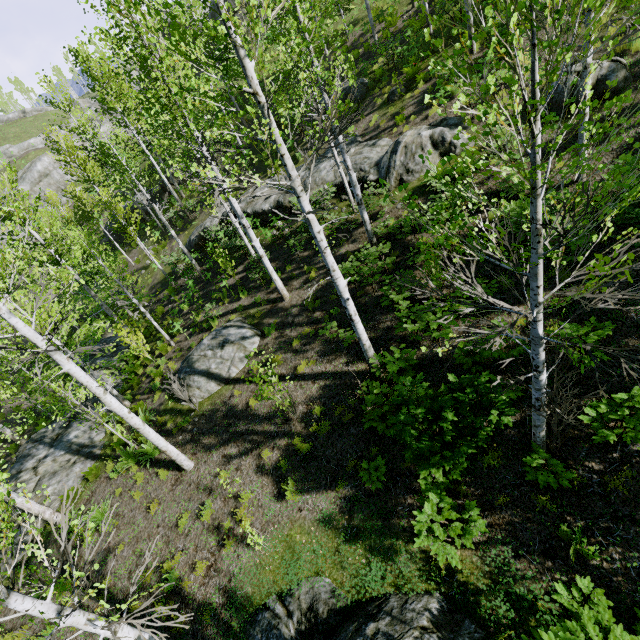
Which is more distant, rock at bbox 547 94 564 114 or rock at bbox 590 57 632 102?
rock at bbox 547 94 564 114

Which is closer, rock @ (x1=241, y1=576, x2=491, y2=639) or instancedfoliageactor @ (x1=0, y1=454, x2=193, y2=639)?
instancedfoliageactor @ (x1=0, y1=454, x2=193, y2=639)

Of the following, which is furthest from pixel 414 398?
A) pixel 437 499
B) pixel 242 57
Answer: pixel 242 57

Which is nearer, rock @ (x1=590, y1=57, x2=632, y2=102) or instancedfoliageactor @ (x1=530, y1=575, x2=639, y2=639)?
instancedfoliageactor @ (x1=530, y1=575, x2=639, y2=639)

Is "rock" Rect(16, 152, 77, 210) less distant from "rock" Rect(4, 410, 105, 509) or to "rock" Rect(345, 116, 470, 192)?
"rock" Rect(4, 410, 105, 509)

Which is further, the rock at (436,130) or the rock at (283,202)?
the rock at (283,202)

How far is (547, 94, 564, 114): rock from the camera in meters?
9.6

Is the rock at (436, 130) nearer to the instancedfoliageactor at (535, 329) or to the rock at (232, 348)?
the instancedfoliageactor at (535, 329)
